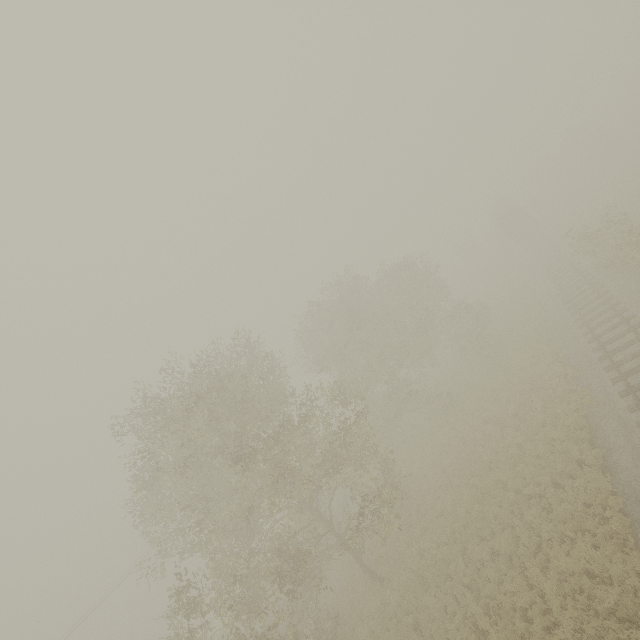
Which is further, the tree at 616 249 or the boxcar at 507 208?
the boxcar at 507 208

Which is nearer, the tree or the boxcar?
the tree

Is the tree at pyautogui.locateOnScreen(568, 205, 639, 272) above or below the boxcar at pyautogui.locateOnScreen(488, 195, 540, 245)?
below

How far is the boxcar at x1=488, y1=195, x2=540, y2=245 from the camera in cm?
3984

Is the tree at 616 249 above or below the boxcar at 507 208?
below

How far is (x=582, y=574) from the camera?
11.07m
